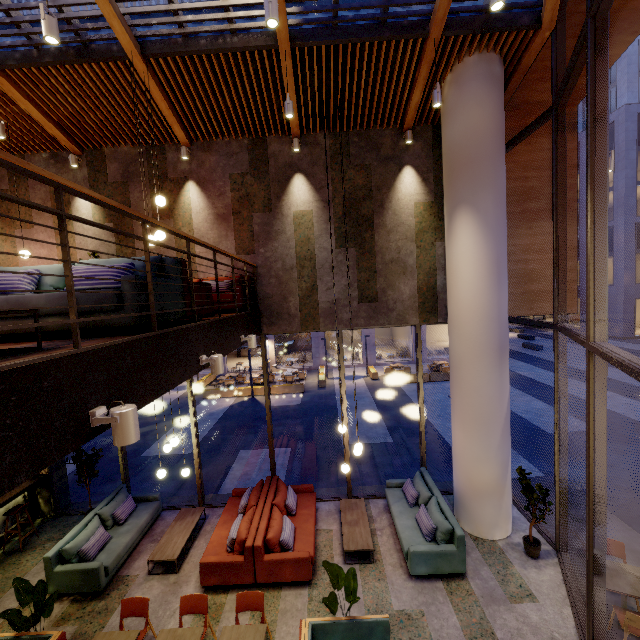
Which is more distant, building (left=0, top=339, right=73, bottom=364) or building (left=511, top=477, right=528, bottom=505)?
building (left=511, top=477, right=528, bottom=505)

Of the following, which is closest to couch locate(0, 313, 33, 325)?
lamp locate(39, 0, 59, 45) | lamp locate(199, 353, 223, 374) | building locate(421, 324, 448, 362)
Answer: lamp locate(199, 353, 223, 374)

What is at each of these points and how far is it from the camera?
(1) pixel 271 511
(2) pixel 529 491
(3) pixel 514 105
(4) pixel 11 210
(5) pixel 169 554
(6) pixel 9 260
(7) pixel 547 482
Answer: (1) couch, 7.14m
(2) tree, 6.45m
(3) building, 7.57m
(4) building, 8.01m
(5) coffee table, 6.65m
(6) building, 8.10m
(7) building, 8.73m

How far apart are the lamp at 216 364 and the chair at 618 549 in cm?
711

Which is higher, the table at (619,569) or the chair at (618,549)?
the table at (619,569)

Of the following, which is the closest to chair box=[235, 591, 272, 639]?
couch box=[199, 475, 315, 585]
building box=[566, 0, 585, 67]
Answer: building box=[566, 0, 585, 67]

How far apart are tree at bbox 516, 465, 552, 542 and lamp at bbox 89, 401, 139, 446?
7.0m

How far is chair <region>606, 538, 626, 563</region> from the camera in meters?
5.5 m
